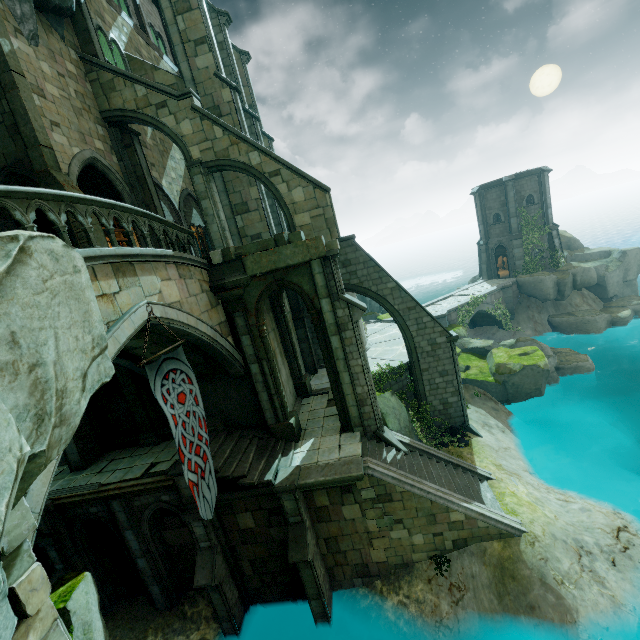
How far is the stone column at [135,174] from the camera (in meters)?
15.16

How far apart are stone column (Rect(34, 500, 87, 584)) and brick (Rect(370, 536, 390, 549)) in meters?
10.9

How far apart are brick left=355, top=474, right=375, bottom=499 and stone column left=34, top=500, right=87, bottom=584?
10.95m

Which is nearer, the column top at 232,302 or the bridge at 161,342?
the bridge at 161,342

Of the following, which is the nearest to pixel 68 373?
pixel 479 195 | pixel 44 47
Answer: pixel 44 47

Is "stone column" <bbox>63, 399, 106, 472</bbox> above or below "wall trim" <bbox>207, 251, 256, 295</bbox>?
below

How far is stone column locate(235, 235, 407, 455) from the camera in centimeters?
1152cm

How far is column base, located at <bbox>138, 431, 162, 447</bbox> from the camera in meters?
13.8
